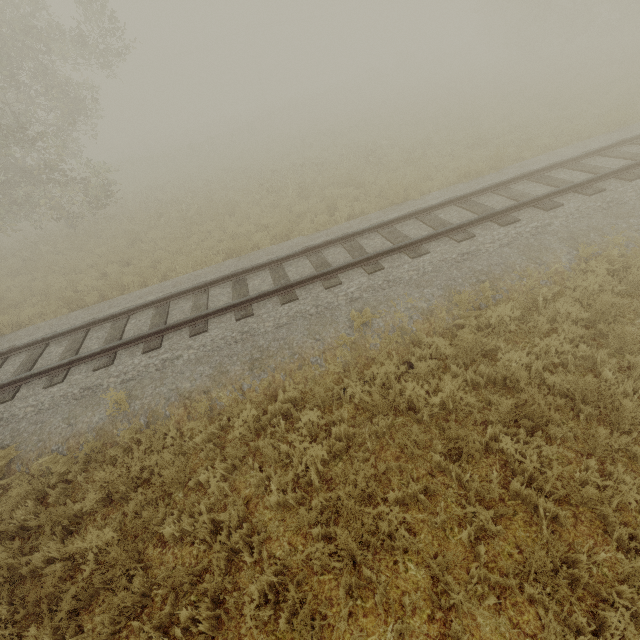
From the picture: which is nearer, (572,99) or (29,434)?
(29,434)
